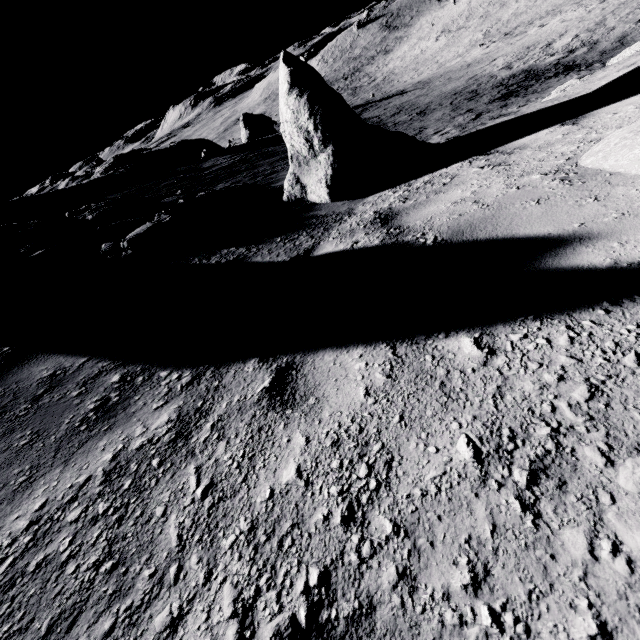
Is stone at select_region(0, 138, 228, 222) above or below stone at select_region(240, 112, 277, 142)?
above

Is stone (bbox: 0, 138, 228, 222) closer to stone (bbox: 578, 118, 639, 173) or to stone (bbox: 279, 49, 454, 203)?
stone (bbox: 279, 49, 454, 203)

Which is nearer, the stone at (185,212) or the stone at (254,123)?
the stone at (185,212)

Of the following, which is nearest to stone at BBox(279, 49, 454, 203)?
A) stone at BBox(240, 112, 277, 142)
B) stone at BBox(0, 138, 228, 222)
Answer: stone at BBox(0, 138, 228, 222)

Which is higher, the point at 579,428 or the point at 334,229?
the point at 579,428

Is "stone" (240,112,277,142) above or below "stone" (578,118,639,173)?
below

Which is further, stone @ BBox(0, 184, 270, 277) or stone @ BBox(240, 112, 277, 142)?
stone @ BBox(240, 112, 277, 142)

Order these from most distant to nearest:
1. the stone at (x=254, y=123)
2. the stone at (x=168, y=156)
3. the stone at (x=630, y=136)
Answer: the stone at (x=254, y=123)
the stone at (x=168, y=156)
the stone at (x=630, y=136)
